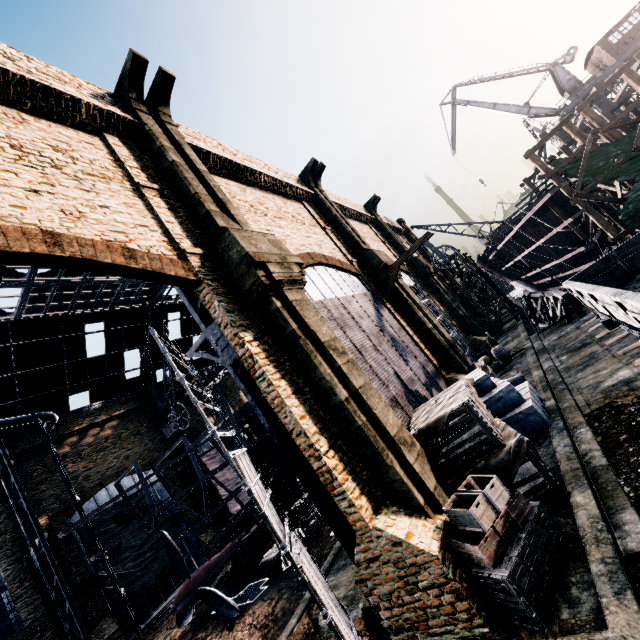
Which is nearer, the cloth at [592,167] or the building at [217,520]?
the cloth at [592,167]

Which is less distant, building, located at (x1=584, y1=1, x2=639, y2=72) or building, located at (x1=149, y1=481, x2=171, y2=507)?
building, located at (x1=149, y1=481, x2=171, y2=507)

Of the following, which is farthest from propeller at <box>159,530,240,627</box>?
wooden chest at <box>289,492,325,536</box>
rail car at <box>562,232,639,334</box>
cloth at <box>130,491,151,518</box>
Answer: rail car at <box>562,232,639,334</box>

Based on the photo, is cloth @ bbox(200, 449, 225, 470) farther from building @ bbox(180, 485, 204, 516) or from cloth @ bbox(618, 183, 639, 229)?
cloth @ bbox(618, 183, 639, 229)

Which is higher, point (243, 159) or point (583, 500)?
point (243, 159)

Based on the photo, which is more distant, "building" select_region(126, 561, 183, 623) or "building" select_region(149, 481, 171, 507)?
"building" select_region(149, 481, 171, 507)

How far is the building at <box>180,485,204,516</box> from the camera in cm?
3195

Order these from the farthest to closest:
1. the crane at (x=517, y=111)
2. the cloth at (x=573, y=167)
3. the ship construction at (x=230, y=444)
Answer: the crane at (x=517, y=111) → the ship construction at (x=230, y=444) → the cloth at (x=573, y=167)
